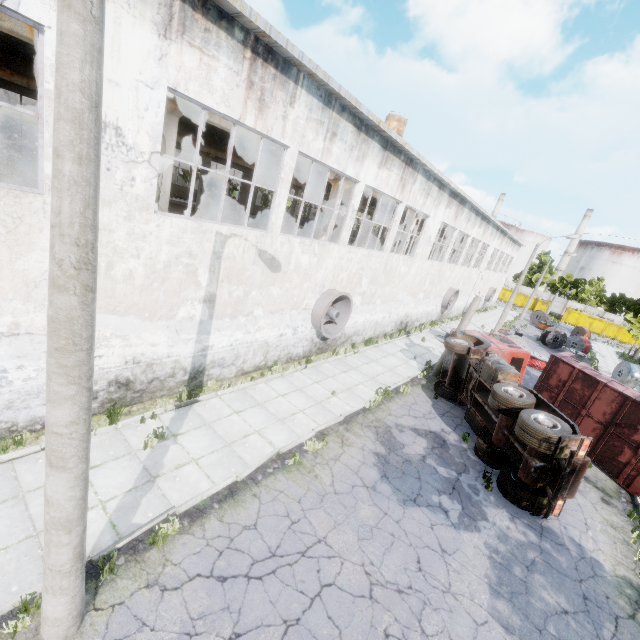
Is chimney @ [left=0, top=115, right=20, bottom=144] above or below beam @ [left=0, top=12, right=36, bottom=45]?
below

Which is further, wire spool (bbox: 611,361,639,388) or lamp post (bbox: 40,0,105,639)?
wire spool (bbox: 611,361,639,388)

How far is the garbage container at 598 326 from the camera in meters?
51.8 m

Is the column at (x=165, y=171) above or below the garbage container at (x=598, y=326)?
above

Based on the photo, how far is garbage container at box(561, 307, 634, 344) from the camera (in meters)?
51.75

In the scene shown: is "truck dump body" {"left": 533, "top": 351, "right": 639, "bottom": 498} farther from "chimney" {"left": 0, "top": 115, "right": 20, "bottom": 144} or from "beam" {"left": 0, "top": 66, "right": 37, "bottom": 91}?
"chimney" {"left": 0, "top": 115, "right": 20, "bottom": 144}

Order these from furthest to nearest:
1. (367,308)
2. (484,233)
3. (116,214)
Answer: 1. (484,233)
2. (367,308)
3. (116,214)

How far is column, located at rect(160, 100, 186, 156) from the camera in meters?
9.2
